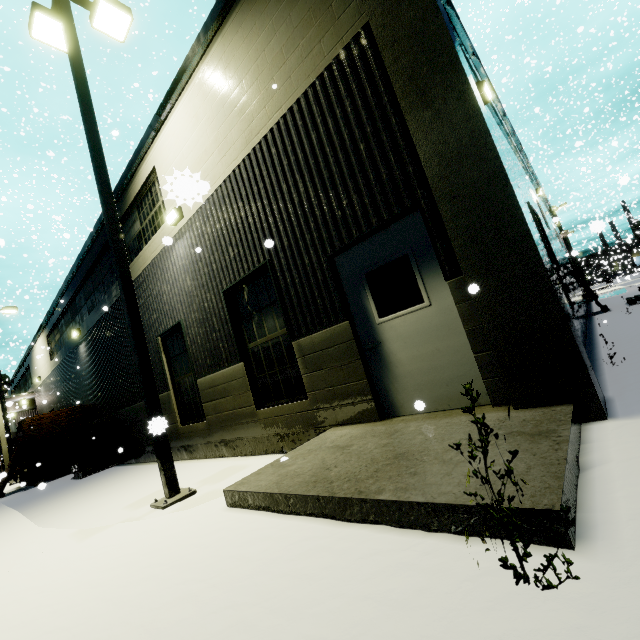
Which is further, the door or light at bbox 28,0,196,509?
light at bbox 28,0,196,509

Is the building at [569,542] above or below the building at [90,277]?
below

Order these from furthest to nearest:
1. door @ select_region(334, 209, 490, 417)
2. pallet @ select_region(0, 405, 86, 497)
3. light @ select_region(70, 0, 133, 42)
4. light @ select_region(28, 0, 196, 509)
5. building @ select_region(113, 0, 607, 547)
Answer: pallet @ select_region(0, 405, 86, 497), light @ select_region(70, 0, 133, 42), light @ select_region(28, 0, 196, 509), door @ select_region(334, 209, 490, 417), building @ select_region(113, 0, 607, 547)

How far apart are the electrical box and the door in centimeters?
1181cm

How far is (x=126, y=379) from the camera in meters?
10.7

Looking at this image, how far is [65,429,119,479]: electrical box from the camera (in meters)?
11.24

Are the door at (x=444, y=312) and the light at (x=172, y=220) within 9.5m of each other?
yes

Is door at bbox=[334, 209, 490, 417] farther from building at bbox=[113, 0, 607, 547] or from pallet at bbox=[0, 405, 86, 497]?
pallet at bbox=[0, 405, 86, 497]
